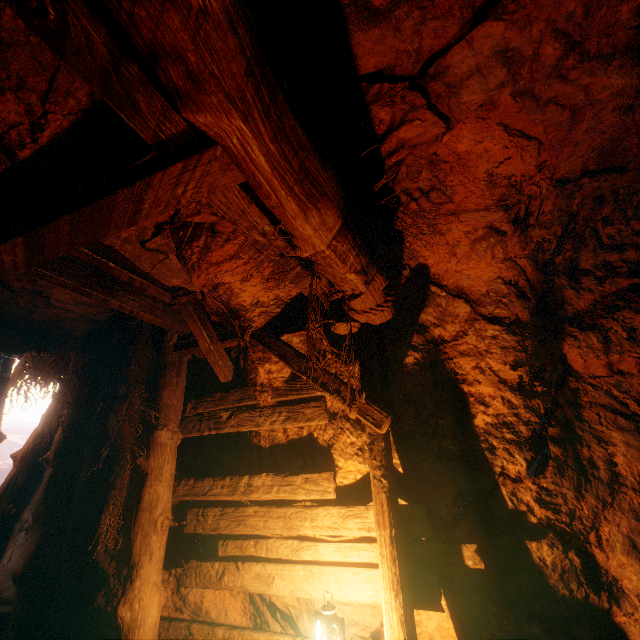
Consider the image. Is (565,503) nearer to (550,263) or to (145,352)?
(550,263)

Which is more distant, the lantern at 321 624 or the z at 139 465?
the lantern at 321 624

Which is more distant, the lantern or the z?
the lantern
